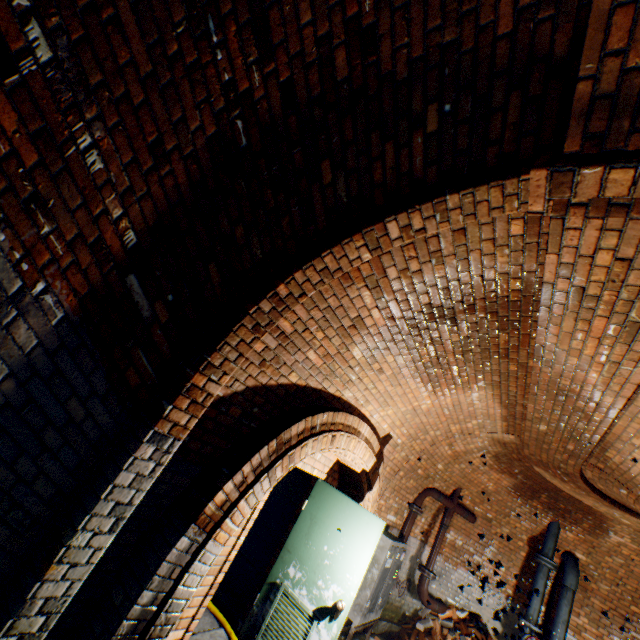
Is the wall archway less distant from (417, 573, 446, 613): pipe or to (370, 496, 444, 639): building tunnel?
(370, 496, 444, 639): building tunnel

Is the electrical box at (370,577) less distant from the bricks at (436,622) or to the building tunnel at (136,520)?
the building tunnel at (136,520)

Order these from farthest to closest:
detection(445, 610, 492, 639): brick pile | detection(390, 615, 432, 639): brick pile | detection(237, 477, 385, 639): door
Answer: detection(390, 615, 432, 639): brick pile, detection(445, 610, 492, 639): brick pile, detection(237, 477, 385, 639): door

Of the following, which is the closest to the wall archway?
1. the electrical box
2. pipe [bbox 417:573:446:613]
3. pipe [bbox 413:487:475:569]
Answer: the electrical box

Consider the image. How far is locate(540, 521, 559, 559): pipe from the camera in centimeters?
729cm

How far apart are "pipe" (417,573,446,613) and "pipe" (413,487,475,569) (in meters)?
Answer: 0.22

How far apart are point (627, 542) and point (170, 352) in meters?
10.0 m

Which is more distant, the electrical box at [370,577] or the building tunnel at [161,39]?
the electrical box at [370,577]
